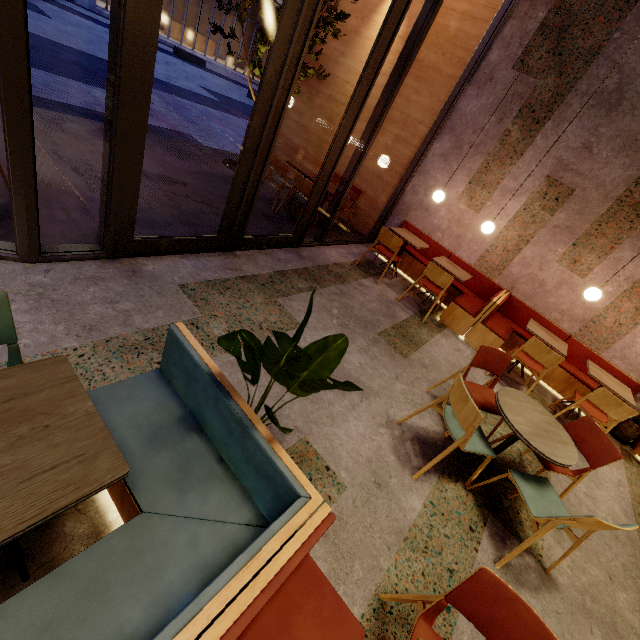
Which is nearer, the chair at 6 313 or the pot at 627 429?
the chair at 6 313

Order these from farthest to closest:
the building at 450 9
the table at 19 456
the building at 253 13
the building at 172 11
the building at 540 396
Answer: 1. the building at 253 13
2. the building at 172 11
3. the building at 450 9
4. the building at 540 396
5. the table at 19 456

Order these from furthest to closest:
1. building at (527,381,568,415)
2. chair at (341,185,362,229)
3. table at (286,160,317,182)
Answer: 1. chair at (341,185,362,229)
2. table at (286,160,317,182)
3. building at (527,381,568,415)

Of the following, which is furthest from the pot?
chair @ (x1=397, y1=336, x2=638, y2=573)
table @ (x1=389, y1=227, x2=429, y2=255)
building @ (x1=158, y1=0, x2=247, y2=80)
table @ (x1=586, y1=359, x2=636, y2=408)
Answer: building @ (x1=158, y1=0, x2=247, y2=80)

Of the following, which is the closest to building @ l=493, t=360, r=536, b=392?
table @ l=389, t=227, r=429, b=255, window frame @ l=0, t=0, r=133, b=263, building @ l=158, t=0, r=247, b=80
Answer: window frame @ l=0, t=0, r=133, b=263

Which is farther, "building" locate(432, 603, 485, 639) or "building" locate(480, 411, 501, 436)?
"building" locate(480, 411, 501, 436)

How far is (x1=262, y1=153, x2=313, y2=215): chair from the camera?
5.5m

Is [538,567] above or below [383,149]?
below
